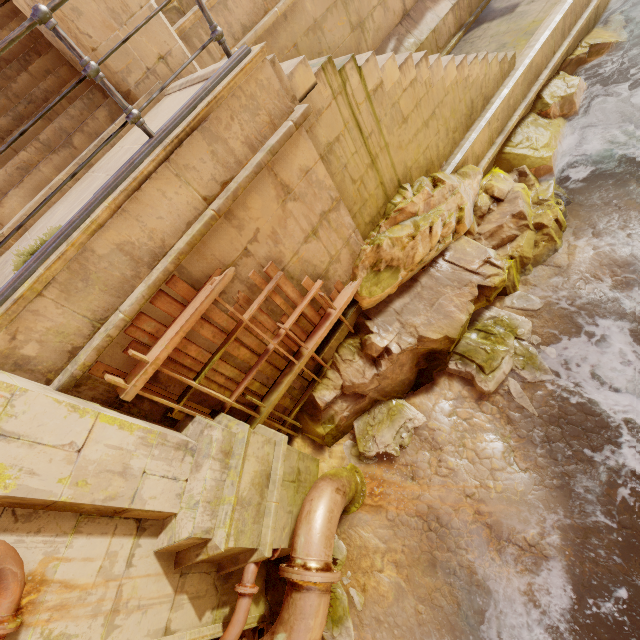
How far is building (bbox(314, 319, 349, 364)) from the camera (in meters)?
5.18

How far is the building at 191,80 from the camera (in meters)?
Answer: 3.58

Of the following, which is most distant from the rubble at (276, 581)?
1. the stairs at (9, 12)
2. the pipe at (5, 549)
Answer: the stairs at (9, 12)

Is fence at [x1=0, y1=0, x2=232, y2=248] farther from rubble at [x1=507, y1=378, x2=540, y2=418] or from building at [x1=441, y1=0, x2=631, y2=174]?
rubble at [x1=507, y1=378, x2=540, y2=418]

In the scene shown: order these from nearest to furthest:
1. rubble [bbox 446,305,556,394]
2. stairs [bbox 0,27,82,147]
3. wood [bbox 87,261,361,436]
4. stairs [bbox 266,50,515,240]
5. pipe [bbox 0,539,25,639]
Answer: pipe [bbox 0,539,25,639], wood [bbox 87,261,361,436], stairs [bbox 266,50,515,240], stairs [bbox 0,27,82,147], rubble [bbox 446,305,556,394]

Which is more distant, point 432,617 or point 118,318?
point 432,617

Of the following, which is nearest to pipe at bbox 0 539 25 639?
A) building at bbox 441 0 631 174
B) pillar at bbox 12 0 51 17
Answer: pillar at bbox 12 0 51 17

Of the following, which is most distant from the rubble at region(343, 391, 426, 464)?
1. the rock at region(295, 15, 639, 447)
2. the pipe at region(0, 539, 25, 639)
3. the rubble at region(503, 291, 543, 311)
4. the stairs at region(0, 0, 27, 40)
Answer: the stairs at region(0, 0, 27, 40)
